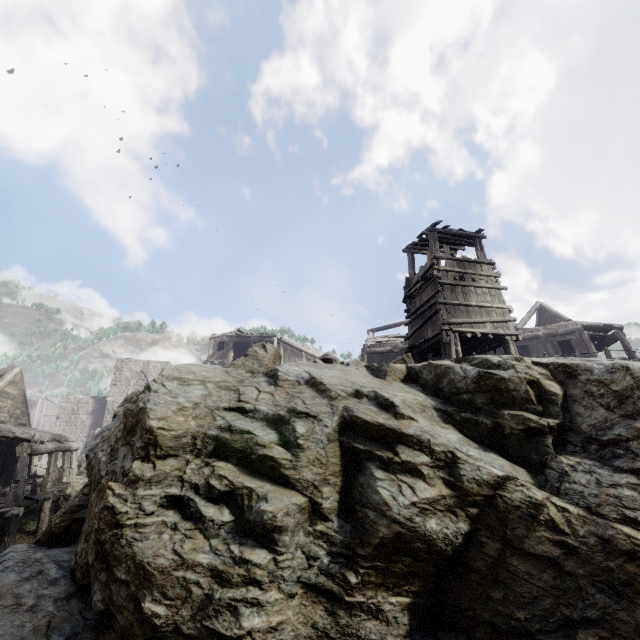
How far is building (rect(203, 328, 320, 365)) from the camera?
32.0m

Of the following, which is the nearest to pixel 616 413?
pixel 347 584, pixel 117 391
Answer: pixel 347 584

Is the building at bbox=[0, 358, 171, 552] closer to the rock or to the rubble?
the rock

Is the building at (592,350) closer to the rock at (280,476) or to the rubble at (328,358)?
the rock at (280,476)

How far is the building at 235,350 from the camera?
32.0 meters

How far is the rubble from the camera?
7.1m

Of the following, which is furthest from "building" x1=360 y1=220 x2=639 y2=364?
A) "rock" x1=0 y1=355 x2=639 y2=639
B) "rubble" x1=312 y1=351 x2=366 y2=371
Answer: "rubble" x1=312 y1=351 x2=366 y2=371
